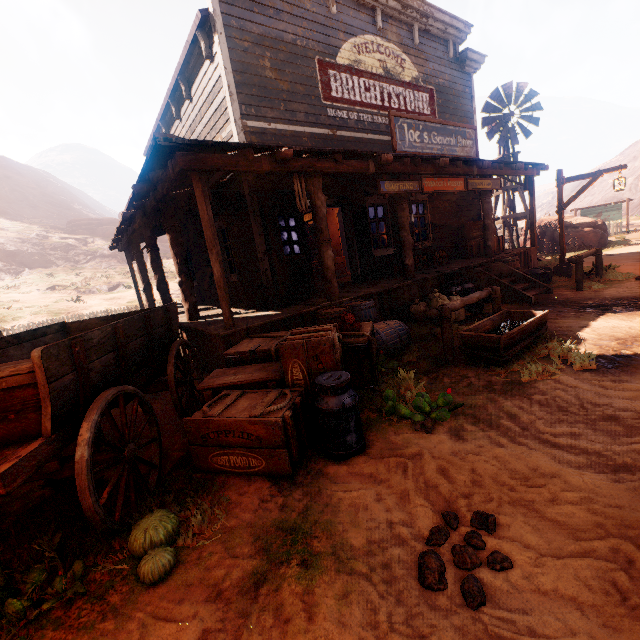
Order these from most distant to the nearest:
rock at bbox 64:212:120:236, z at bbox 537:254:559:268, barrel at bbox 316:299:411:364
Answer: rock at bbox 64:212:120:236, z at bbox 537:254:559:268, barrel at bbox 316:299:411:364

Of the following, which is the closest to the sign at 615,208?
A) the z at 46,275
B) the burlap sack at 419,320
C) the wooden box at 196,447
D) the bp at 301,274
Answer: the burlap sack at 419,320

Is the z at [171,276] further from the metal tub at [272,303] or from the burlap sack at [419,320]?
the metal tub at [272,303]

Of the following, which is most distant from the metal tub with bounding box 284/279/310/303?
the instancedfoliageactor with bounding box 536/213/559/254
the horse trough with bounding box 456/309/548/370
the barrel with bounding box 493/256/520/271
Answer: the instancedfoliageactor with bounding box 536/213/559/254

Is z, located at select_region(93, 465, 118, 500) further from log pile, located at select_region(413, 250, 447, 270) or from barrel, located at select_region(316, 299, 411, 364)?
log pile, located at select_region(413, 250, 447, 270)

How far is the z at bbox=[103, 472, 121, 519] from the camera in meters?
2.8 m

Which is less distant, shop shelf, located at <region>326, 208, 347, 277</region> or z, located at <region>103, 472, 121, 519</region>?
z, located at <region>103, 472, 121, 519</region>

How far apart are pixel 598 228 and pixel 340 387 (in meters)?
20.16
